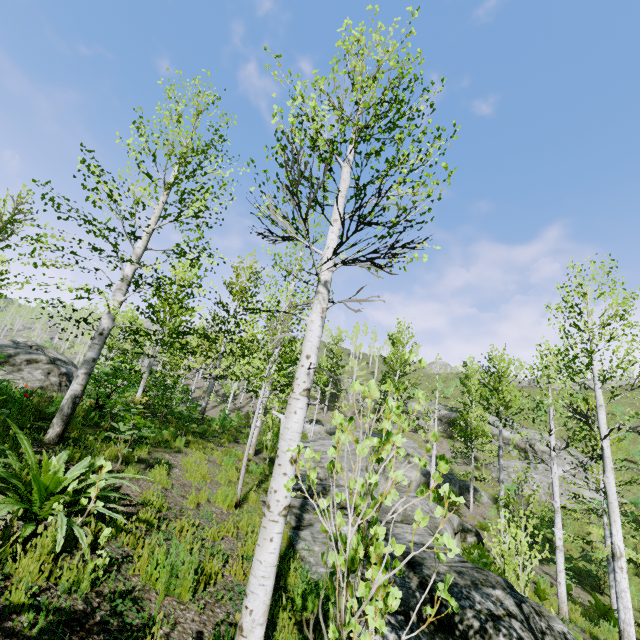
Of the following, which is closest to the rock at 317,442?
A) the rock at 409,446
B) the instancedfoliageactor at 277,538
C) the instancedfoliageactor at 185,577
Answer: the instancedfoliageactor at 277,538

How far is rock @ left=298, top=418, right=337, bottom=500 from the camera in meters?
10.4 m

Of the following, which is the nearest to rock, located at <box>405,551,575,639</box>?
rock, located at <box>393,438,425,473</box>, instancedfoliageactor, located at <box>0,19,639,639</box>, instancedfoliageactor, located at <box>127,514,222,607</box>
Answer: instancedfoliageactor, located at <box>0,19,639,639</box>

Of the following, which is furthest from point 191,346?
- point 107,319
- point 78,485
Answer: point 78,485

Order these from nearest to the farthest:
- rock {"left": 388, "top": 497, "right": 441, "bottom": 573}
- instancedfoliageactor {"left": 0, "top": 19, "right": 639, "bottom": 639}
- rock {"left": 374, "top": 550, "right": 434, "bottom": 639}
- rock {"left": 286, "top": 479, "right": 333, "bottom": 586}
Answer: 1. instancedfoliageactor {"left": 0, "top": 19, "right": 639, "bottom": 639}
2. rock {"left": 374, "top": 550, "right": 434, "bottom": 639}
3. rock {"left": 286, "top": 479, "right": 333, "bottom": 586}
4. rock {"left": 388, "top": 497, "right": 441, "bottom": 573}

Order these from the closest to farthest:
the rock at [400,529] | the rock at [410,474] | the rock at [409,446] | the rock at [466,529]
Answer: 1. the rock at [400,529]
2. the rock at [410,474]
3. the rock at [466,529]
4. the rock at [409,446]

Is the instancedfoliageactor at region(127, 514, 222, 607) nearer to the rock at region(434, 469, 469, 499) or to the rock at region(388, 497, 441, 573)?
the rock at region(388, 497, 441, 573)

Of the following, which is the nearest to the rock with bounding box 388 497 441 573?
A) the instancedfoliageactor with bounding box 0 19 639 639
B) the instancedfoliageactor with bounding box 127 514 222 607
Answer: the instancedfoliageactor with bounding box 0 19 639 639
